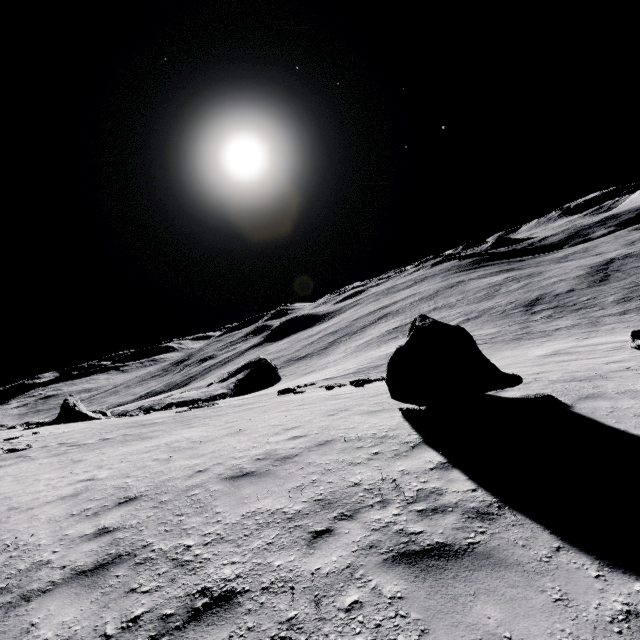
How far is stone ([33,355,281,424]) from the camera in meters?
28.4

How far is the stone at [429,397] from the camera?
7.4 meters

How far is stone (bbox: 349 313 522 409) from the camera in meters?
7.4

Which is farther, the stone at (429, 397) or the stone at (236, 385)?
the stone at (236, 385)

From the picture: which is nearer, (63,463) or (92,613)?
(92,613)

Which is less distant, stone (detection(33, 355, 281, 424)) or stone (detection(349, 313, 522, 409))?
stone (detection(349, 313, 522, 409))
